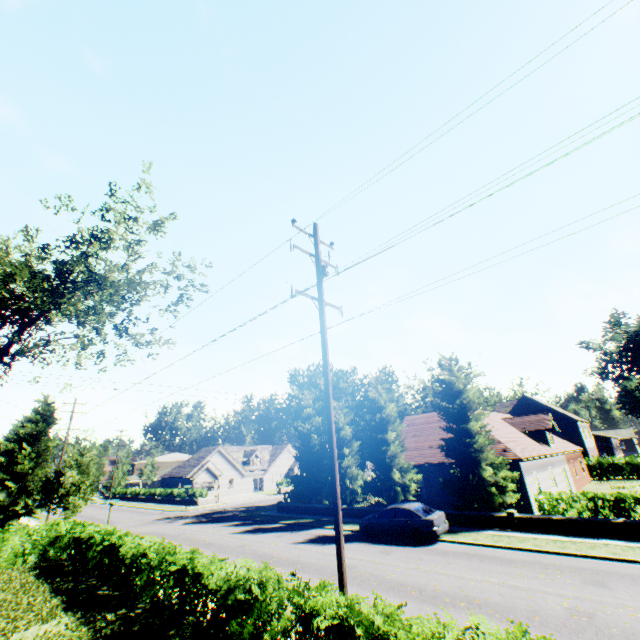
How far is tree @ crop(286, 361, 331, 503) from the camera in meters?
Answer: 28.5

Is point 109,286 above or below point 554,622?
above

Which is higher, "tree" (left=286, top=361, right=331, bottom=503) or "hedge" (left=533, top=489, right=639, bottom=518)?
"tree" (left=286, top=361, right=331, bottom=503)

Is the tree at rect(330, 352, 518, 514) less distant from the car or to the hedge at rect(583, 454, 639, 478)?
the hedge at rect(583, 454, 639, 478)

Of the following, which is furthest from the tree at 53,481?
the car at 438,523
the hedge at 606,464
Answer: the car at 438,523

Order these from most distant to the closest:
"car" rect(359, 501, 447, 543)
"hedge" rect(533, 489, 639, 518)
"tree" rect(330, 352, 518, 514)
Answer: "tree" rect(330, 352, 518, 514) < "car" rect(359, 501, 447, 543) < "hedge" rect(533, 489, 639, 518)

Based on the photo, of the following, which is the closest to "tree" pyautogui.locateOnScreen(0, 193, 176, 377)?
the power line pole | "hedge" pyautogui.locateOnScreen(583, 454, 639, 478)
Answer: "hedge" pyautogui.locateOnScreen(583, 454, 639, 478)

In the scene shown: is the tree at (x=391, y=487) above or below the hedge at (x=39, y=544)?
above
